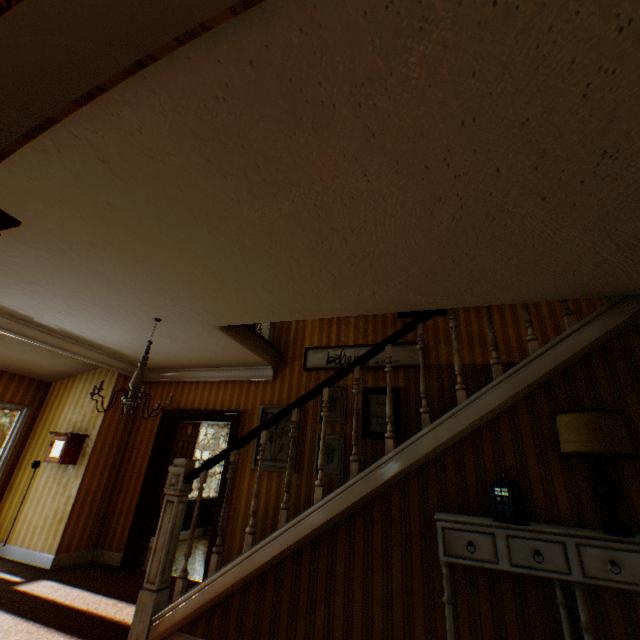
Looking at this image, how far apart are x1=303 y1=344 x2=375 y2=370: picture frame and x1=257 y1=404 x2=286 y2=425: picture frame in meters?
0.6

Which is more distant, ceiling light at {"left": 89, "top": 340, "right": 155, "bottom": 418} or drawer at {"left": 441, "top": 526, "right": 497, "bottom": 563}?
ceiling light at {"left": 89, "top": 340, "right": 155, "bottom": 418}

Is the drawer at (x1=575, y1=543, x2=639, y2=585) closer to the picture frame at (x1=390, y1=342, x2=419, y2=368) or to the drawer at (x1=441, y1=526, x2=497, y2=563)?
the drawer at (x1=441, y1=526, x2=497, y2=563)

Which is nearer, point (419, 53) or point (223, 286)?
point (419, 53)

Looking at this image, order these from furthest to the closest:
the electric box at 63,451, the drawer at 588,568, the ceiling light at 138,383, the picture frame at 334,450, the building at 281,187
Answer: the electric box at 63,451, the picture frame at 334,450, the ceiling light at 138,383, the drawer at 588,568, the building at 281,187

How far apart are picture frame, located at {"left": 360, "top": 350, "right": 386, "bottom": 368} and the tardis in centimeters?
247cm

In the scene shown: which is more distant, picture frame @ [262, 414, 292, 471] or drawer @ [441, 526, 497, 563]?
picture frame @ [262, 414, 292, 471]

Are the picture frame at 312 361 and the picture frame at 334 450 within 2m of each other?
yes
